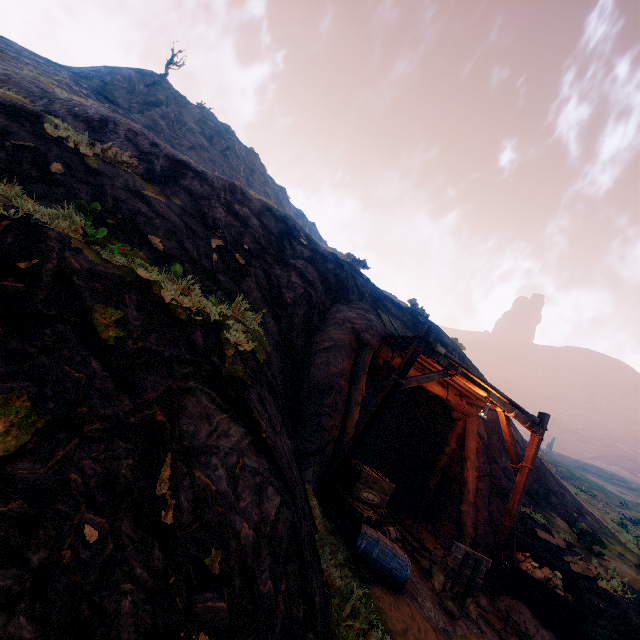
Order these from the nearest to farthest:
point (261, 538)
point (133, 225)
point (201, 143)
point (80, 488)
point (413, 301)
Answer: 1. point (80, 488)
2. point (261, 538)
3. point (133, 225)
4. point (413, 301)
5. point (201, 143)

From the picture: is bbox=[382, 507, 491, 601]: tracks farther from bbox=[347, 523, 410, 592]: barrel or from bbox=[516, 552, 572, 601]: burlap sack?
bbox=[516, 552, 572, 601]: burlap sack

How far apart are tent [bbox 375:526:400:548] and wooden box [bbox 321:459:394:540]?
0.06m

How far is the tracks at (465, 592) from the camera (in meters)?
6.42

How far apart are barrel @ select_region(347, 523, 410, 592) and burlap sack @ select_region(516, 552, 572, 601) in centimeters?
373cm

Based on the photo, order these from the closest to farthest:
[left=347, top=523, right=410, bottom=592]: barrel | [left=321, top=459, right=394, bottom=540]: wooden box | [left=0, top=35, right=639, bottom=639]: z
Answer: [left=0, top=35, right=639, bottom=639]: z < [left=347, top=523, right=410, bottom=592]: barrel < [left=321, top=459, right=394, bottom=540]: wooden box

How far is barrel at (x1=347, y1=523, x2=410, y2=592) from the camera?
5.53m

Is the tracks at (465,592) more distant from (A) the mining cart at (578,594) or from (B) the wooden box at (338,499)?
(A) the mining cart at (578,594)
